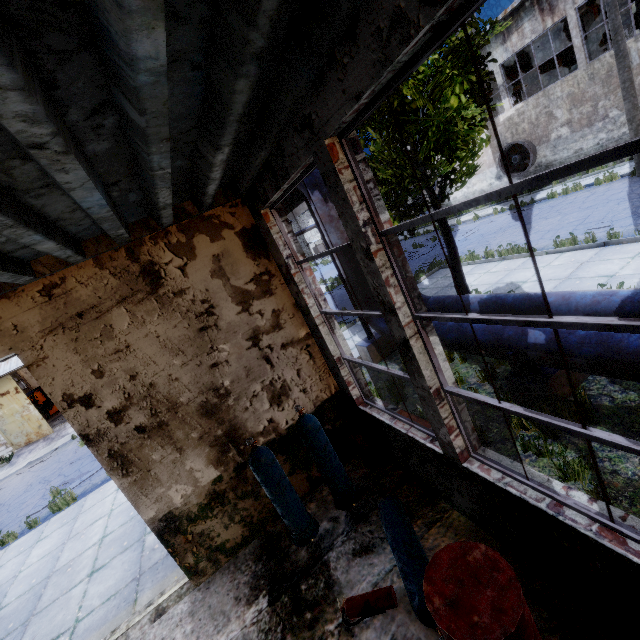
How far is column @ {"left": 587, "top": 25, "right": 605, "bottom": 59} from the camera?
17.7m

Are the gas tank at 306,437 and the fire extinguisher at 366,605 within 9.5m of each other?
yes

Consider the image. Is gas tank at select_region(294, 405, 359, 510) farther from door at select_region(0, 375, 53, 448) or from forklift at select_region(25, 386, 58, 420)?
forklift at select_region(25, 386, 58, 420)

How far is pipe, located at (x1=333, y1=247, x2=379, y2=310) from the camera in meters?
7.3 m

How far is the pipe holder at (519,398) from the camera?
4.54m

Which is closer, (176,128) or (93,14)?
(93,14)

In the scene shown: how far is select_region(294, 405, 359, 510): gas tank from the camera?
4.3 meters

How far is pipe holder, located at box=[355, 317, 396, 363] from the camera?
8.5 meters
